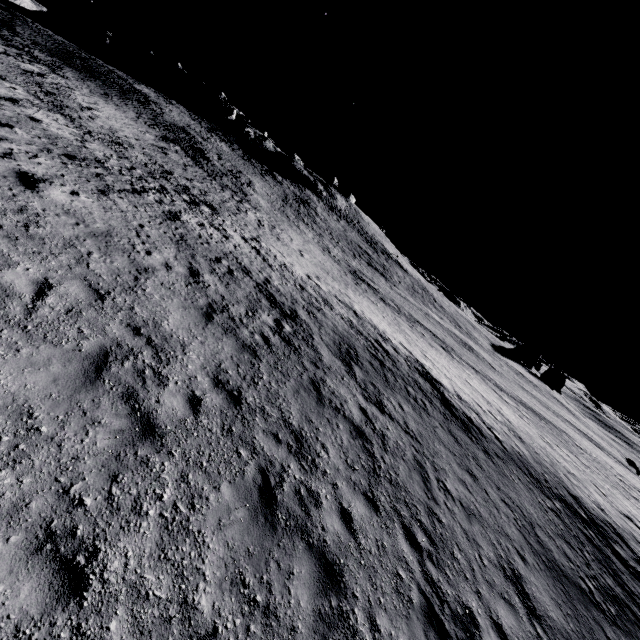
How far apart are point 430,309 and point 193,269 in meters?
52.3 m
